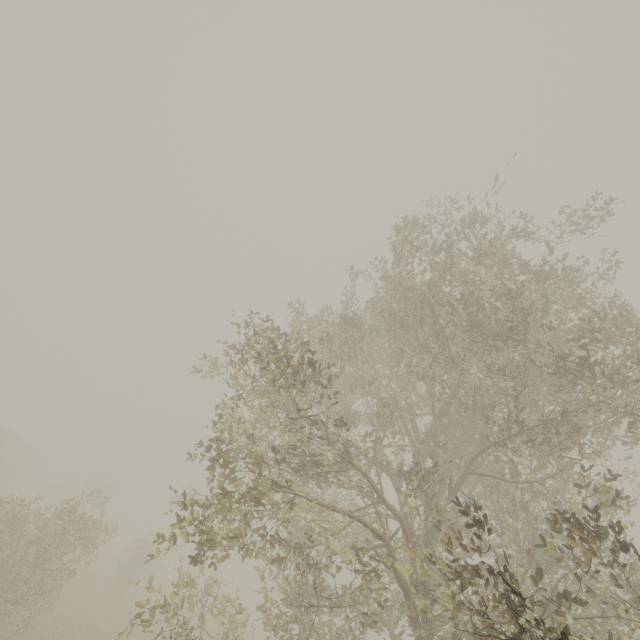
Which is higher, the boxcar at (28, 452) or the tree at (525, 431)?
the tree at (525, 431)

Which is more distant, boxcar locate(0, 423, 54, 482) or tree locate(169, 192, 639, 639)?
boxcar locate(0, 423, 54, 482)

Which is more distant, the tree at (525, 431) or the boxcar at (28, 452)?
the boxcar at (28, 452)

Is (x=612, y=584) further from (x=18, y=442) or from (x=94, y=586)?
(x=18, y=442)

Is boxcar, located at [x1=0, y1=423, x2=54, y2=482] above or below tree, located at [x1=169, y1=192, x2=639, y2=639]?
below
